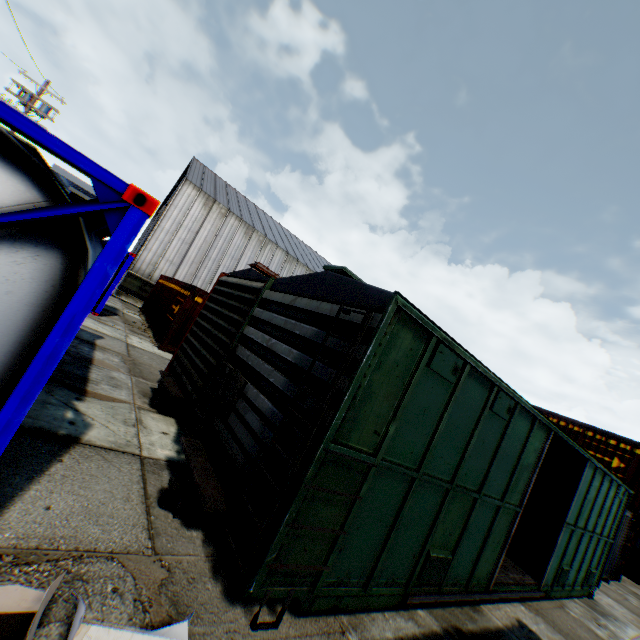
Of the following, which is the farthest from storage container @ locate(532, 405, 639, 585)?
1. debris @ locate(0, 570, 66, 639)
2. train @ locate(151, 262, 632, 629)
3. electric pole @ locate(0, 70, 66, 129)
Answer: electric pole @ locate(0, 70, 66, 129)

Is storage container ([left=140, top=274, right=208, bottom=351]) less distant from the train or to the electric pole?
the train

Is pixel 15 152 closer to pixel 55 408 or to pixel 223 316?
pixel 55 408

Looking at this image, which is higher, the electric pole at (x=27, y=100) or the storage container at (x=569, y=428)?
the electric pole at (x=27, y=100)

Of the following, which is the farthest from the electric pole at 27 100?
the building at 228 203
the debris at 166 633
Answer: the debris at 166 633

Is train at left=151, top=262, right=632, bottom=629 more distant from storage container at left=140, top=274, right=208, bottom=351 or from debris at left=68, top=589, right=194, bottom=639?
storage container at left=140, top=274, right=208, bottom=351

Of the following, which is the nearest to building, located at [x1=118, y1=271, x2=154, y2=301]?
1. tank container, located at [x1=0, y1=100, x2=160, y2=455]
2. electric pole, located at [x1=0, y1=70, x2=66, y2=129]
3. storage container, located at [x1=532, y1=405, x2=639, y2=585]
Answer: storage container, located at [x1=532, y1=405, x2=639, y2=585]

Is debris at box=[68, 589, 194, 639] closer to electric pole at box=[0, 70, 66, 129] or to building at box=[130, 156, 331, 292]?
electric pole at box=[0, 70, 66, 129]
